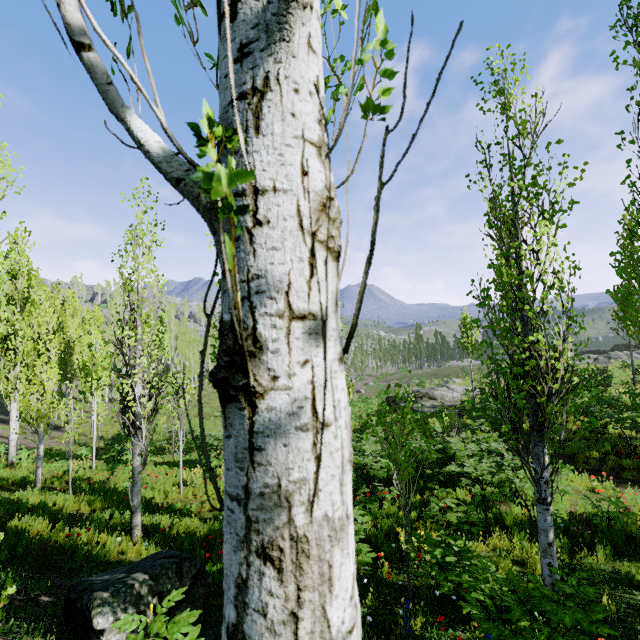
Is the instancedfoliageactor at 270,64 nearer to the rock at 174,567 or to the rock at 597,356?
the rock at 597,356

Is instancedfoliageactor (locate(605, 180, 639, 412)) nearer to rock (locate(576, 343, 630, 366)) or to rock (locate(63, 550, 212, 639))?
rock (locate(576, 343, 630, 366))

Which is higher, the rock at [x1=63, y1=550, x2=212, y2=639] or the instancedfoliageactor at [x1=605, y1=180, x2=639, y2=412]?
the instancedfoliageactor at [x1=605, y1=180, x2=639, y2=412]

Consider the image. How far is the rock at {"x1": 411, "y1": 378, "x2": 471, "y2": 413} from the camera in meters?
23.0

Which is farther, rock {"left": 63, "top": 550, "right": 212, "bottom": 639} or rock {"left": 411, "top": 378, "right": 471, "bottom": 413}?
rock {"left": 411, "top": 378, "right": 471, "bottom": 413}

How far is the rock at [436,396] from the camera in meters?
23.0

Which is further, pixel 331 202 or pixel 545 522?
pixel 545 522

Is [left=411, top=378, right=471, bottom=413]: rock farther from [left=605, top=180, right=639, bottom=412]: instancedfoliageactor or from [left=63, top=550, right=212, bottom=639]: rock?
[left=63, top=550, right=212, bottom=639]: rock
